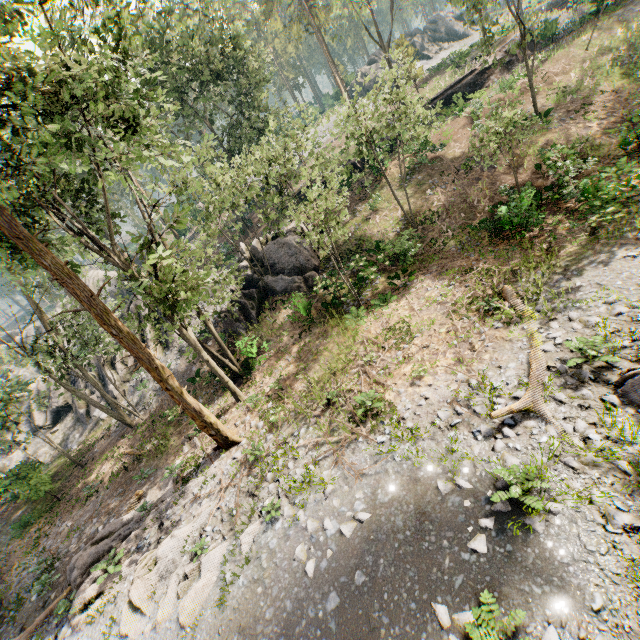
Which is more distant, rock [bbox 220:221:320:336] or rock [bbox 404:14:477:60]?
rock [bbox 404:14:477:60]

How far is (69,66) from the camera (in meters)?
8.90

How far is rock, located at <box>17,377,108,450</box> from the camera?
26.5m

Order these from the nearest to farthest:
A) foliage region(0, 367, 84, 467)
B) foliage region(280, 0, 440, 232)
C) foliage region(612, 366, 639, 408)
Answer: foliage region(612, 366, 639, 408) → foliage region(280, 0, 440, 232) → foliage region(0, 367, 84, 467)

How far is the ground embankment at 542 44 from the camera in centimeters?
2919cm

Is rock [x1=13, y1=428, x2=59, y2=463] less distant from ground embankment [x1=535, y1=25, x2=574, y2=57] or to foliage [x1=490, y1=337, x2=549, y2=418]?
foliage [x1=490, y1=337, x2=549, y2=418]

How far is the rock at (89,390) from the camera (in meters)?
27.14

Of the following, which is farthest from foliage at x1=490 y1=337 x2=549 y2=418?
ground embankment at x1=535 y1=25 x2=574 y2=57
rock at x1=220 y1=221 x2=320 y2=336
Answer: rock at x1=220 y1=221 x2=320 y2=336
